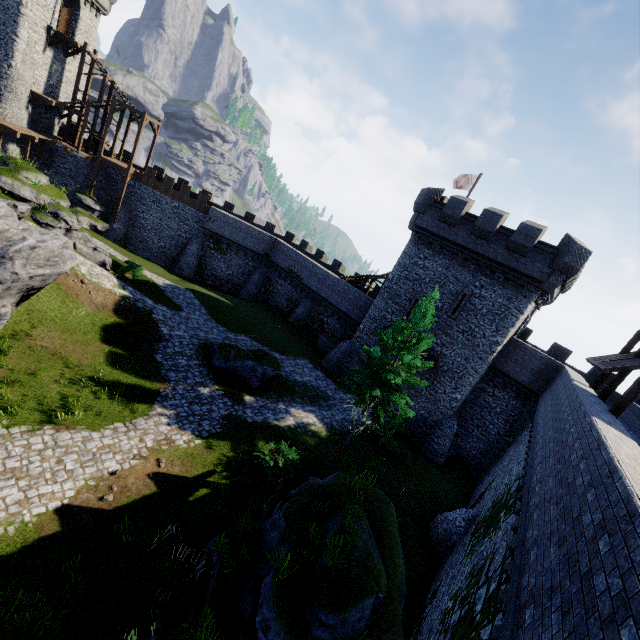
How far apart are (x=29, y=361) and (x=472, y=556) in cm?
1948

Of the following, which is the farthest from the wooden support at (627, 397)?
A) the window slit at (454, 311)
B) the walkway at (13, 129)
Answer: the walkway at (13, 129)

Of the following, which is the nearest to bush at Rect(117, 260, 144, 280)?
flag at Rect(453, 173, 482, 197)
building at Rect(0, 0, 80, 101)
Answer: building at Rect(0, 0, 80, 101)

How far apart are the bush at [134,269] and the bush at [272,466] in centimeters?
1806cm

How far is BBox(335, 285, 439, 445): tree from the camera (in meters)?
16.58

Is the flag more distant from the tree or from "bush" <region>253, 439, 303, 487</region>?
"bush" <region>253, 439, 303, 487</region>

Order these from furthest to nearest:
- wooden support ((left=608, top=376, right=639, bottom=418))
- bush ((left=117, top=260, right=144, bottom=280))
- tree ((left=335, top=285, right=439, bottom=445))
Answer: bush ((left=117, top=260, right=144, bottom=280)), tree ((left=335, top=285, right=439, bottom=445)), wooden support ((left=608, top=376, right=639, bottom=418))

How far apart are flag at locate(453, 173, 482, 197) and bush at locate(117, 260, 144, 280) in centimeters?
2786cm
